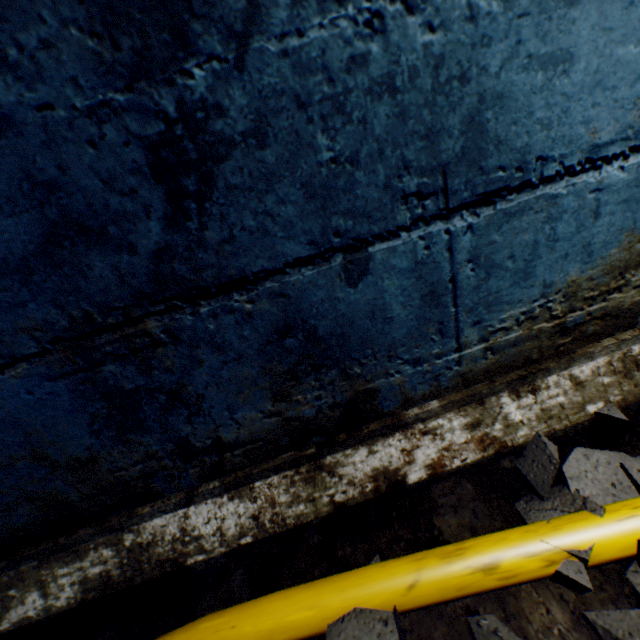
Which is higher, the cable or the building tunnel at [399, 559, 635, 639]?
the cable

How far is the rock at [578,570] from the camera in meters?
0.5

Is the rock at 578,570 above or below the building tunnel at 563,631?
above

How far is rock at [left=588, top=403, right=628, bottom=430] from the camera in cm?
75

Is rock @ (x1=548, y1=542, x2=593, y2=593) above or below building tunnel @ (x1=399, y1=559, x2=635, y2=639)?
above

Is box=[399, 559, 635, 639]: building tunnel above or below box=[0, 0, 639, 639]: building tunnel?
below

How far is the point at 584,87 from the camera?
0.53m
